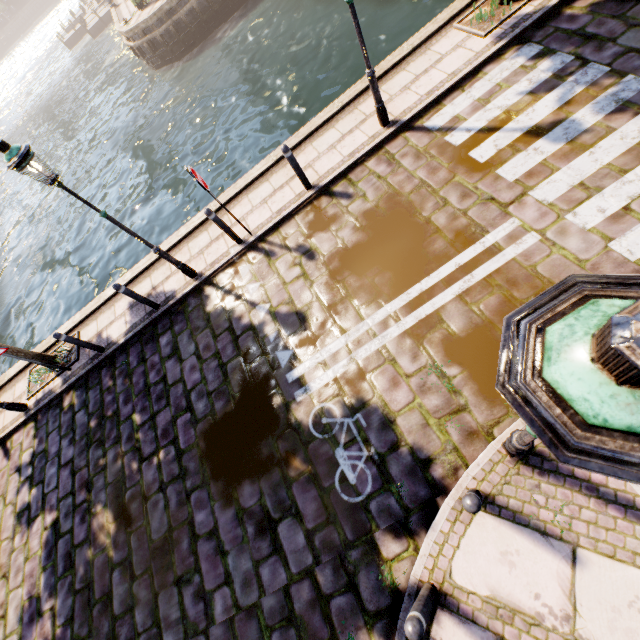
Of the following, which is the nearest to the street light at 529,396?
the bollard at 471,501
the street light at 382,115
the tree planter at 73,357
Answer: the bollard at 471,501

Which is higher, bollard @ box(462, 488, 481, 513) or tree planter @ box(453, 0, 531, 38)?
bollard @ box(462, 488, 481, 513)

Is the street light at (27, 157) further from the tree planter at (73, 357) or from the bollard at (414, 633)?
the bollard at (414, 633)

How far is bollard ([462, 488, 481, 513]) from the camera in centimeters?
284cm

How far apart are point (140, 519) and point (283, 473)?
3.03m

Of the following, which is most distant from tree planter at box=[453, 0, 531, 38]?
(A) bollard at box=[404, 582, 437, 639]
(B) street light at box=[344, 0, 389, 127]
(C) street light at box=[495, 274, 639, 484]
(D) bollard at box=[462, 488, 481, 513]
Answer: (A) bollard at box=[404, 582, 437, 639]

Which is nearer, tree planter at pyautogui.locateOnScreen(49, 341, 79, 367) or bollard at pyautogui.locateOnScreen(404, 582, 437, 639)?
bollard at pyautogui.locateOnScreen(404, 582, 437, 639)

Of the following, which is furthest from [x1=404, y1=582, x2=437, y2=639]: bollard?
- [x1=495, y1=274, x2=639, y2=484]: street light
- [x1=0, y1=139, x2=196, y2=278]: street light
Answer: [x1=0, y1=139, x2=196, y2=278]: street light
